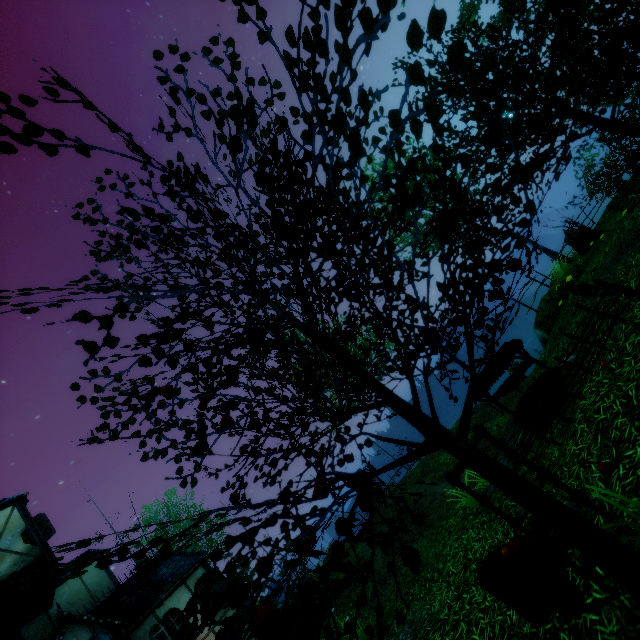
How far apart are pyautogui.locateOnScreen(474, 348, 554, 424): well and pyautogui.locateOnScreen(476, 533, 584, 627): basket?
4.17m

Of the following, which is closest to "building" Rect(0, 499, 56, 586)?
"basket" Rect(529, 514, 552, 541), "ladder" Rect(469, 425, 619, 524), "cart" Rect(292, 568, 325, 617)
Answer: "cart" Rect(292, 568, 325, 617)

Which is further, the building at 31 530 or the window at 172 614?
the window at 172 614

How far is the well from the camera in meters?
7.5 m

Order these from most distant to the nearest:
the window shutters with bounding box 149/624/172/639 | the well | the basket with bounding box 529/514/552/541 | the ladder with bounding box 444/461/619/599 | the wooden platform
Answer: the window shutters with bounding box 149/624/172/639, the wooden platform, the well, the basket with bounding box 529/514/552/541, the ladder with bounding box 444/461/619/599

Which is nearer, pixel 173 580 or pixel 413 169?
pixel 413 169

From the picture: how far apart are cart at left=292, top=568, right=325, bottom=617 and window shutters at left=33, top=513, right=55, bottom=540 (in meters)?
11.46

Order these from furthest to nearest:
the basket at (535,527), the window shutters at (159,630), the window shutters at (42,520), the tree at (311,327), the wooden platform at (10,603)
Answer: the window shutters at (42,520), the window shutters at (159,630), the wooden platform at (10,603), the basket at (535,527), the tree at (311,327)
